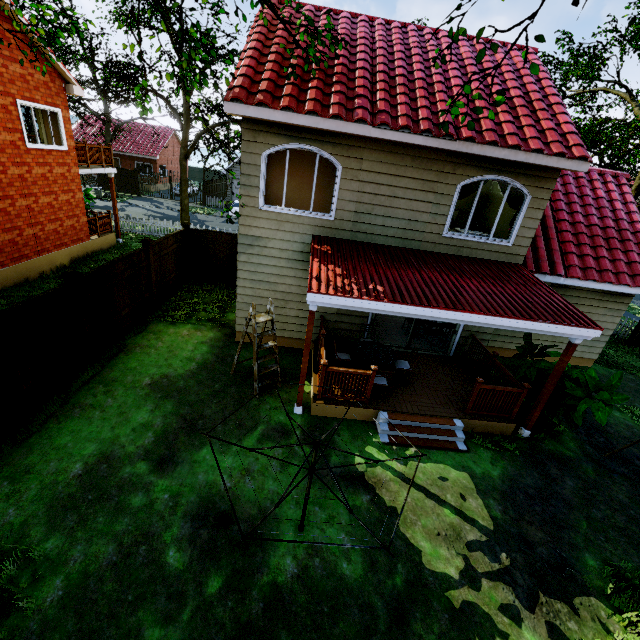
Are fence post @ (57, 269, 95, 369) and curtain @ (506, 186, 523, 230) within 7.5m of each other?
no

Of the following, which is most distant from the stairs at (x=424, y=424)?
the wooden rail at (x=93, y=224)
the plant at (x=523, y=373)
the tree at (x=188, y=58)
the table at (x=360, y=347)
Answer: the wooden rail at (x=93, y=224)

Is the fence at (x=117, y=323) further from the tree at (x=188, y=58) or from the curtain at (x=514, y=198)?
the curtain at (x=514, y=198)

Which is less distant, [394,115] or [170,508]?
[170,508]

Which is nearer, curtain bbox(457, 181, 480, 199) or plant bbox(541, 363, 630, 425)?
plant bbox(541, 363, 630, 425)

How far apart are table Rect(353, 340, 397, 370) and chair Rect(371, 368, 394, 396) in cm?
18

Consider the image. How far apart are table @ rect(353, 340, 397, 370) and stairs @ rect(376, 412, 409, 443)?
1.0m

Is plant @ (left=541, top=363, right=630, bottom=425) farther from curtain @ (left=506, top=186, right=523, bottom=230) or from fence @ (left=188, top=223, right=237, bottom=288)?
fence @ (left=188, top=223, right=237, bottom=288)
